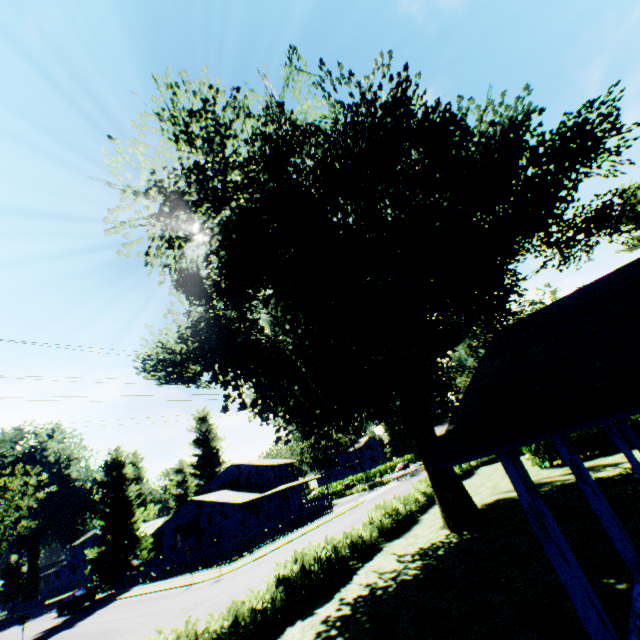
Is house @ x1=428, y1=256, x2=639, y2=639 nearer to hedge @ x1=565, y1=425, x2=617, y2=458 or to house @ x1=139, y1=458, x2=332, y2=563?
hedge @ x1=565, y1=425, x2=617, y2=458

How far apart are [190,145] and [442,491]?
20.0m

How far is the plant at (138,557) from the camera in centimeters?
3647cm

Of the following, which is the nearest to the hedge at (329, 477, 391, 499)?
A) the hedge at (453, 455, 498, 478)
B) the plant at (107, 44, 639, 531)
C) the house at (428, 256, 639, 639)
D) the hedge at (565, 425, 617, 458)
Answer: the hedge at (453, 455, 498, 478)

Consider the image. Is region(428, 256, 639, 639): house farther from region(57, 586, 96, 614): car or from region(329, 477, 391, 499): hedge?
region(57, 586, 96, 614): car

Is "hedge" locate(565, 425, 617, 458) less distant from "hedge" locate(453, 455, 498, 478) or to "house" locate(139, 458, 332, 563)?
"hedge" locate(453, 455, 498, 478)

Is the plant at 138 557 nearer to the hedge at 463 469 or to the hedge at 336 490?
the hedge at 463 469

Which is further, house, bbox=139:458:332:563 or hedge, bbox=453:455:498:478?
house, bbox=139:458:332:563
